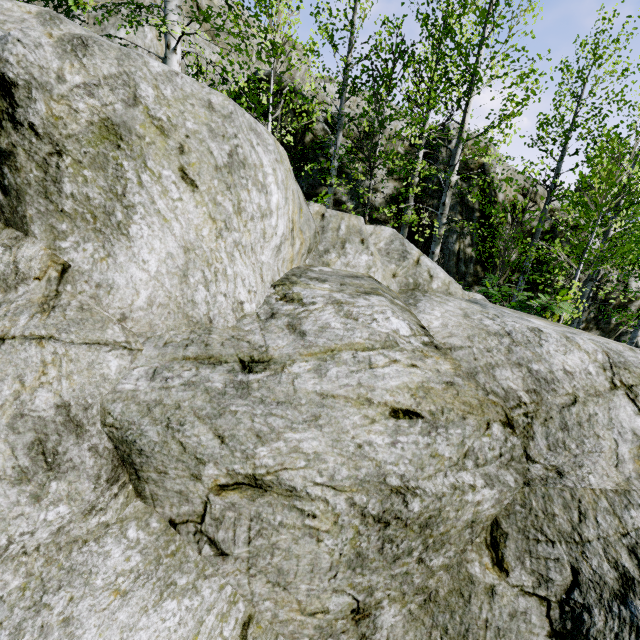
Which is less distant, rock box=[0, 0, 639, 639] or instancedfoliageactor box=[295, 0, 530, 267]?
rock box=[0, 0, 639, 639]

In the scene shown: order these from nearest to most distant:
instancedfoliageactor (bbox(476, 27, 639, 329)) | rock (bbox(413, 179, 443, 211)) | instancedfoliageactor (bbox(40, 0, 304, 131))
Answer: instancedfoliageactor (bbox(40, 0, 304, 131))
instancedfoliageactor (bbox(476, 27, 639, 329))
rock (bbox(413, 179, 443, 211))

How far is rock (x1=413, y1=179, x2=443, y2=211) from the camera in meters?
11.6

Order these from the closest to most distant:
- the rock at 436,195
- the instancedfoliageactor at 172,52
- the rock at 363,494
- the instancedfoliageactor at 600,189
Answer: the rock at 363,494
the instancedfoliageactor at 172,52
the instancedfoliageactor at 600,189
the rock at 436,195

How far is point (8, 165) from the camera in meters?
2.0 m

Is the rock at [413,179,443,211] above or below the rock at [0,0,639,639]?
above

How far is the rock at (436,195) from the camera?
11.6 meters
